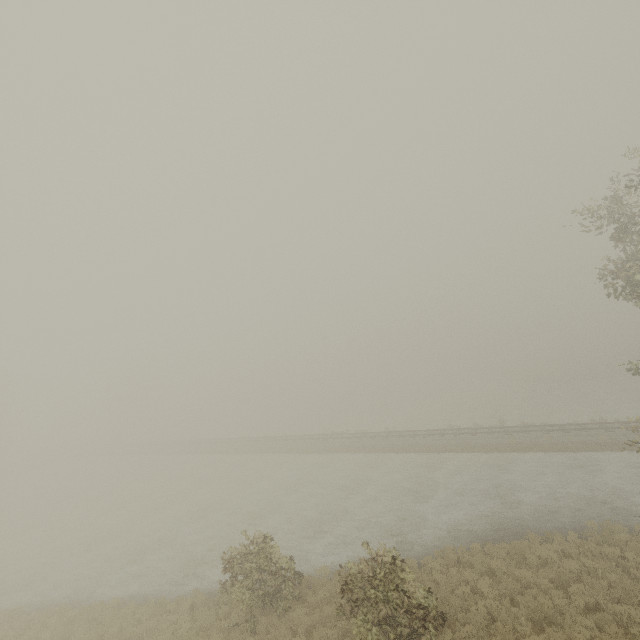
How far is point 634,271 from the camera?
10.9 meters
